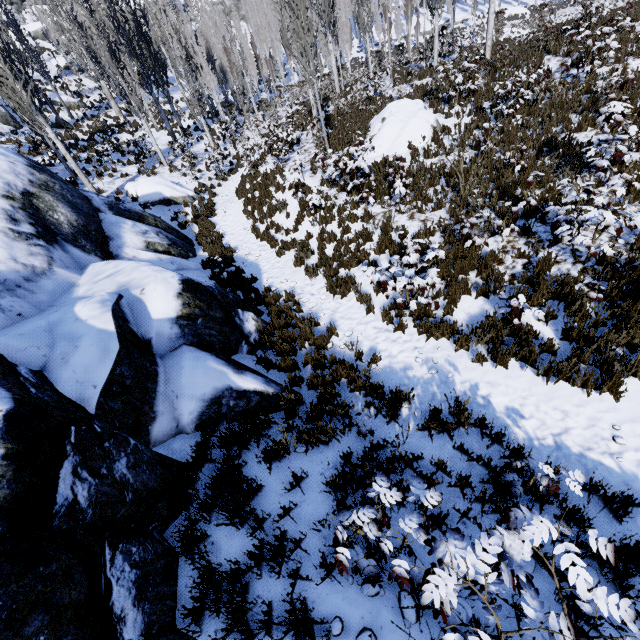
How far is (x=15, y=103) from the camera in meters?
12.2

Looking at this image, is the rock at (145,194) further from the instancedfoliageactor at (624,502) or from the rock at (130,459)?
the rock at (130,459)

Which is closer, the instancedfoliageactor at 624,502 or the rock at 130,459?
the rock at 130,459

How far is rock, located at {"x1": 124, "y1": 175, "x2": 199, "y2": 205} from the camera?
15.5 meters

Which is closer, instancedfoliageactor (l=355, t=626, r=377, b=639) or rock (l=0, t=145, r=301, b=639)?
rock (l=0, t=145, r=301, b=639)

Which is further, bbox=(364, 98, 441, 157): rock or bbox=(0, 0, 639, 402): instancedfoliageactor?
bbox=(364, 98, 441, 157): rock

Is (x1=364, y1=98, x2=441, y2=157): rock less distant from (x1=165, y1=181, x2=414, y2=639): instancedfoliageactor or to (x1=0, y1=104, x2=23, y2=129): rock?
(x1=165, y1=181, x2=414, y2=639): instancedfoliageactor

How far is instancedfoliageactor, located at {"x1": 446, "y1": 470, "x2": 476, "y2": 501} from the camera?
4.0m
